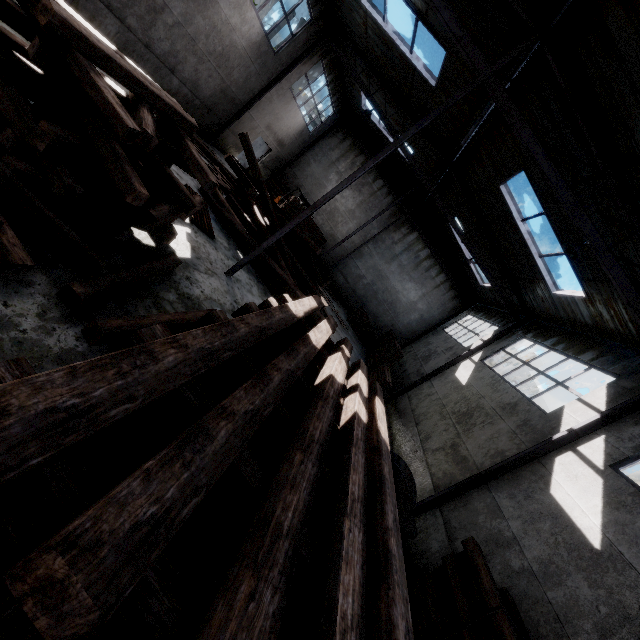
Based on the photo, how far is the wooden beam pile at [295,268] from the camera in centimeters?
1033cm

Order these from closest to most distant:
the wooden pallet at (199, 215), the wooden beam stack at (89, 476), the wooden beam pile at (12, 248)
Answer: the wooden beam stack at (89, 476)
the wooden beam pile at (12, 248)
the wooden pallet at (199, 215)

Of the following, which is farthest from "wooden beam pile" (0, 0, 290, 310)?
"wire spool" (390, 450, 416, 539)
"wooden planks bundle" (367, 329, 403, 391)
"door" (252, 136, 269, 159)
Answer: "door" (252, 136, 269, 159)

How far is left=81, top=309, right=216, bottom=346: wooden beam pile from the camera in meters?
3.7 m

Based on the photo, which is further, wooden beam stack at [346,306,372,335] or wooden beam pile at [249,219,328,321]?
wooden beam stack at [346,306,372,335]

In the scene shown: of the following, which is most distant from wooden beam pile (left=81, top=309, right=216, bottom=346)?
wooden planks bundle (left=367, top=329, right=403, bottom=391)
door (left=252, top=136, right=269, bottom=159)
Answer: door (left=252, top=136, right=269, bottom=159)

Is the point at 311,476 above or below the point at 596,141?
below

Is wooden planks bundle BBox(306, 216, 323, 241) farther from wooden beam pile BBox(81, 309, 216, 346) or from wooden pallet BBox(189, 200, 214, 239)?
wooden beam pile BBox(81, 309, 216, 346)
